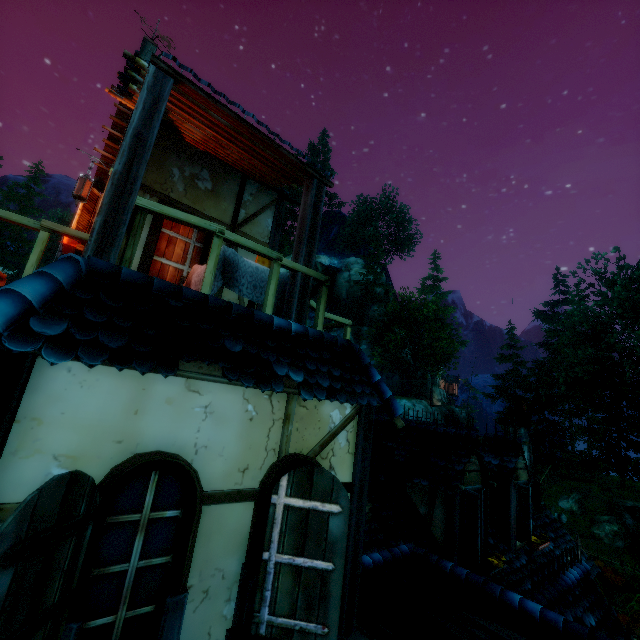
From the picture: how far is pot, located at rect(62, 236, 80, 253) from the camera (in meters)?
6.22

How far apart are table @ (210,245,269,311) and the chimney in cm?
1050

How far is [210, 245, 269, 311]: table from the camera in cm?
388

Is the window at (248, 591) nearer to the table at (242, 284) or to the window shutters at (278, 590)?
the window shutters at (278, 590)

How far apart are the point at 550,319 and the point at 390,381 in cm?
2172

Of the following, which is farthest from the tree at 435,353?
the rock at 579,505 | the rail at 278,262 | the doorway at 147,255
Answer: the doorway at 147,255

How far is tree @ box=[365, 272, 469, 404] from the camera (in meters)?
38.50

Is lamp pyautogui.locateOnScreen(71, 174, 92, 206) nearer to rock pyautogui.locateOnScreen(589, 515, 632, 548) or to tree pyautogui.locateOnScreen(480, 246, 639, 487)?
tree pyautogui.locateOnScreen(480, 246, 639, 487)
